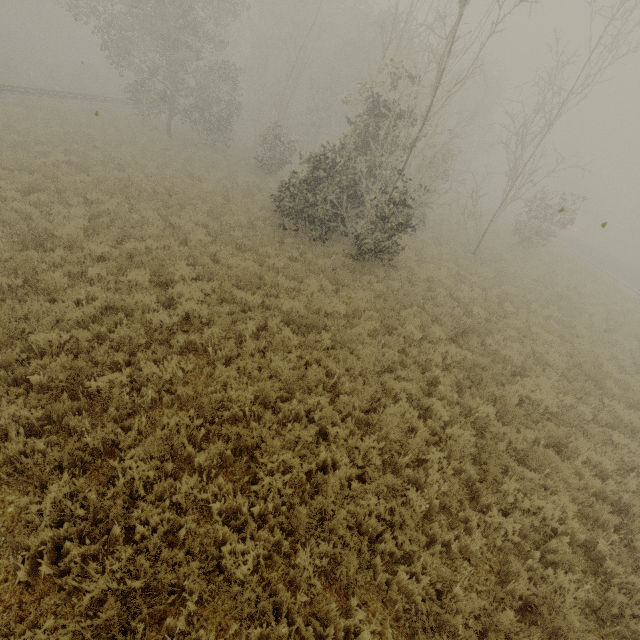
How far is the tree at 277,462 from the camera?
4.66m

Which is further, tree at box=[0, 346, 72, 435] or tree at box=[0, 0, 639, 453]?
tree at box=[0, 0, 639, 453]

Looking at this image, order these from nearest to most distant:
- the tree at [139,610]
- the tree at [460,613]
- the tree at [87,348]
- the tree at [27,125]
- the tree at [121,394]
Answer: the tree at [139,610], the tree at [460,613], the tree at [121,394], the tree at [87,348], the tree at [27,125]

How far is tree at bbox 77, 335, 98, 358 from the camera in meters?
5.9 m

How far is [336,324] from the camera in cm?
882

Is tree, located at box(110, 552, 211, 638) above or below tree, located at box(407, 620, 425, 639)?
below
